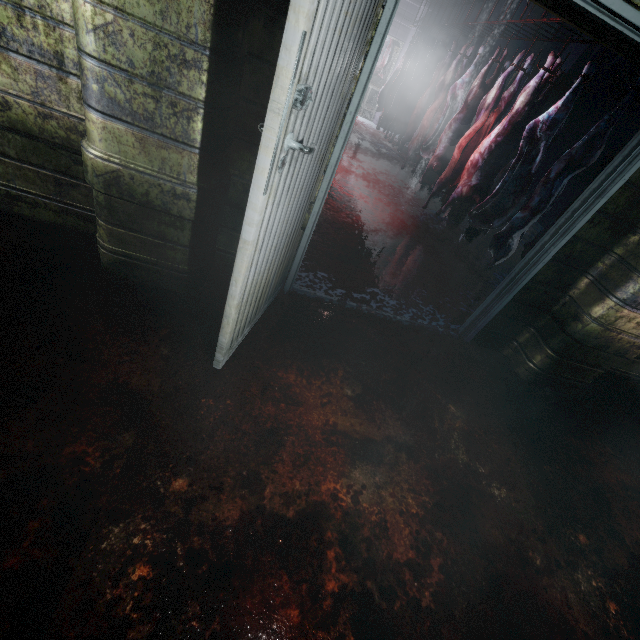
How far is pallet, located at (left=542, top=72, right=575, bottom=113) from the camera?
6.45m

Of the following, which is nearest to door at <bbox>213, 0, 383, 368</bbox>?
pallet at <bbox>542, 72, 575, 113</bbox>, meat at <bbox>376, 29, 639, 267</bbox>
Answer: meat at <bbox>376, 29, 639, 267</bbox>

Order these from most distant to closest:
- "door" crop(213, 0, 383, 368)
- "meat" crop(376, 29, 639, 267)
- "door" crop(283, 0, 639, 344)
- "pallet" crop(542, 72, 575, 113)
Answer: "pallet" crop(542, 72, 575, 113) < "meat" crop(376, 29, 639, 267) < "door" crop(283, 0, 639, 344) < "door" crop(213, 0, 383, 368)

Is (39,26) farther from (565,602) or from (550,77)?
(550,77)

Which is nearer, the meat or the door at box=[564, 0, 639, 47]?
the door at box=[564, 0, 639, 47]

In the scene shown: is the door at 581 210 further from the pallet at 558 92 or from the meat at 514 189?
the pallet at 558 92
